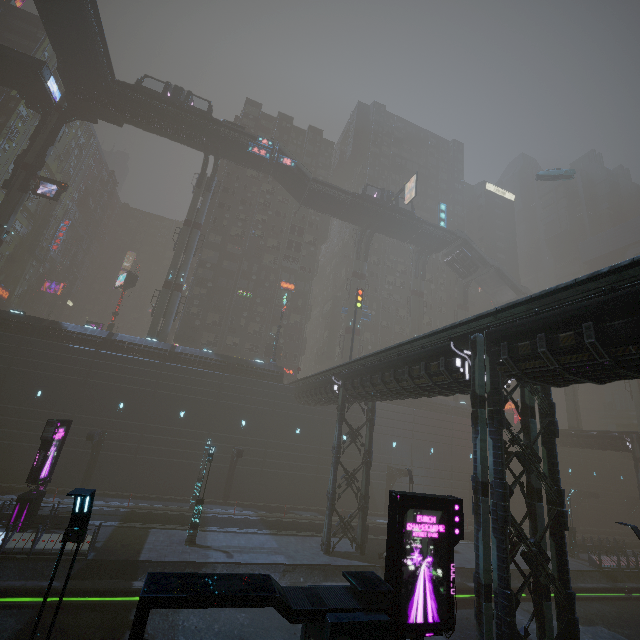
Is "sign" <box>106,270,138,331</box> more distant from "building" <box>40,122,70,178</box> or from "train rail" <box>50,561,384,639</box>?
"train rail" <box>50,561,384,639</box>

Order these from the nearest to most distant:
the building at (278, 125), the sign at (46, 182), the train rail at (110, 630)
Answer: the train rail at (110, 630) < the sign at (46, 182) < the building at (278, 125)

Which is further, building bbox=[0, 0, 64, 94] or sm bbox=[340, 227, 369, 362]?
building bbox=[0, 0, 64, 94]

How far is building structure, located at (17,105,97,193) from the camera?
35.5m

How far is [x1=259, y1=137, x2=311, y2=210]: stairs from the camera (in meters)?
42.81

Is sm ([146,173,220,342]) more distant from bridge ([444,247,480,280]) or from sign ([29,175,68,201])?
bridge ([444,247,480,280])

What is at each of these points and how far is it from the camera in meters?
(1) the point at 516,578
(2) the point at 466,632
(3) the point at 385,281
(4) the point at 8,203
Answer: (1) train rail, 23.1
(2) train rail, 16.3
(3) building, 59.1
(4) sm, 34.3

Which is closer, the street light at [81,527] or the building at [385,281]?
the street light at [81,527]
